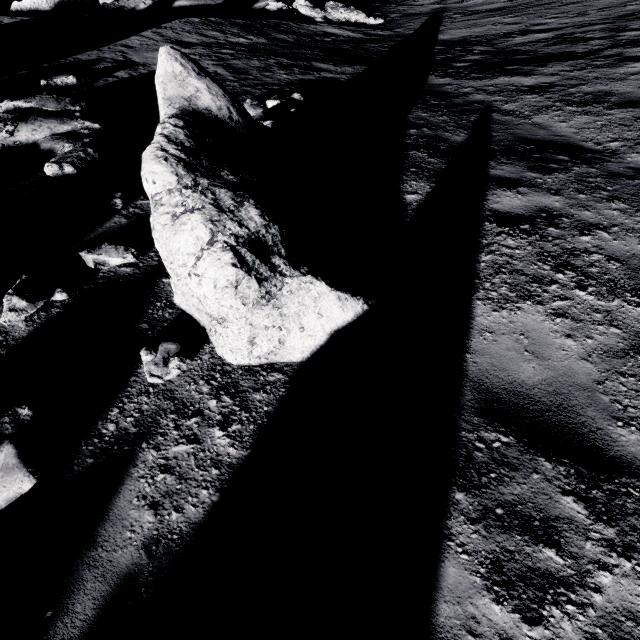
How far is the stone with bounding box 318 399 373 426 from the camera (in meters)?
2.92

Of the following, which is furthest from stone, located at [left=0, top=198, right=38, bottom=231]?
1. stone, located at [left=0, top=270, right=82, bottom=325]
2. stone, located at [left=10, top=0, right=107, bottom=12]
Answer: stone, located at [left=10, top=0, right=107, bottom=12]

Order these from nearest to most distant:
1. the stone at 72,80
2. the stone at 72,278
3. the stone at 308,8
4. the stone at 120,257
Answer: the stone at 72,278 → the stone at 120,257 → the stone at 72,80 → the stone at 308,8

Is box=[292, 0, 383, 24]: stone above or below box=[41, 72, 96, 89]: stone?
below

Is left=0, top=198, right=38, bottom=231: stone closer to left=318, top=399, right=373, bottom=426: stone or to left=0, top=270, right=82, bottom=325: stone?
left=0, top=270, right=82, bottom=325: stone

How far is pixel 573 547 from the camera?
2.3 meters

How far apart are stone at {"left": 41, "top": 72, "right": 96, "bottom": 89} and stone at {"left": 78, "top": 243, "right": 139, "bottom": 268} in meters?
8.1 m

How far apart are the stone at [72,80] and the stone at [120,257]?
8.06m
